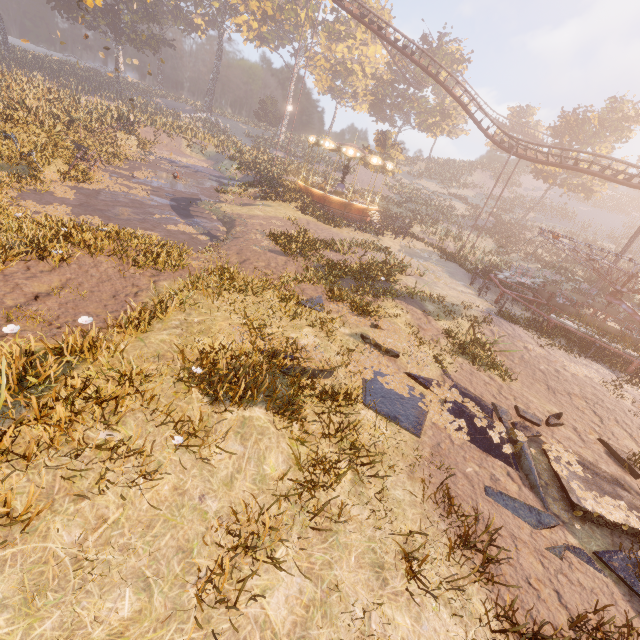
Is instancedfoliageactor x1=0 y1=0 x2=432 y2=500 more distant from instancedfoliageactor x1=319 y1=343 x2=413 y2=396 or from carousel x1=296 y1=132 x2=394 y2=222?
instancedfoliageactor x1=319 y1=343 x2=413 y2=396

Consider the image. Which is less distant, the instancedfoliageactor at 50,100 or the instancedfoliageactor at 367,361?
the instancedfoliageactor at 50,100

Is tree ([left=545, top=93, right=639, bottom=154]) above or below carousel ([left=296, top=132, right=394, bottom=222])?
above

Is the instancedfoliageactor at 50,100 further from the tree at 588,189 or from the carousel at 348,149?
the tree at 588,189

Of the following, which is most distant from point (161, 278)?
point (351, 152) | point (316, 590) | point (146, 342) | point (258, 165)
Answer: point (258, 165)

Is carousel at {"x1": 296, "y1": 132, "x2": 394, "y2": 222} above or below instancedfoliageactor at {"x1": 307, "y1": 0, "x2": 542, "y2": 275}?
below

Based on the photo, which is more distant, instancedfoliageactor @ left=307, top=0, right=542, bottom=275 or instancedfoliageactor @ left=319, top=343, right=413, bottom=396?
instancedfoliageactor @ left=307, top=0, right=542, bottom=275

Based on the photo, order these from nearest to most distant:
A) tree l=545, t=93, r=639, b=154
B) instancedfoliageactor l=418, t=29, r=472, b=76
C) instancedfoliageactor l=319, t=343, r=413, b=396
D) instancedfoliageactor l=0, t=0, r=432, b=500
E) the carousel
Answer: instancedfoliageactor l=0, t=0, r=432, b=500
instancedfoliageactor l=319, t=343, r=413, b=396
the carousel
tree l=545, t=93, r=639, b=154
instancedfoliageactor l=418, t=29, r=472, b=76
